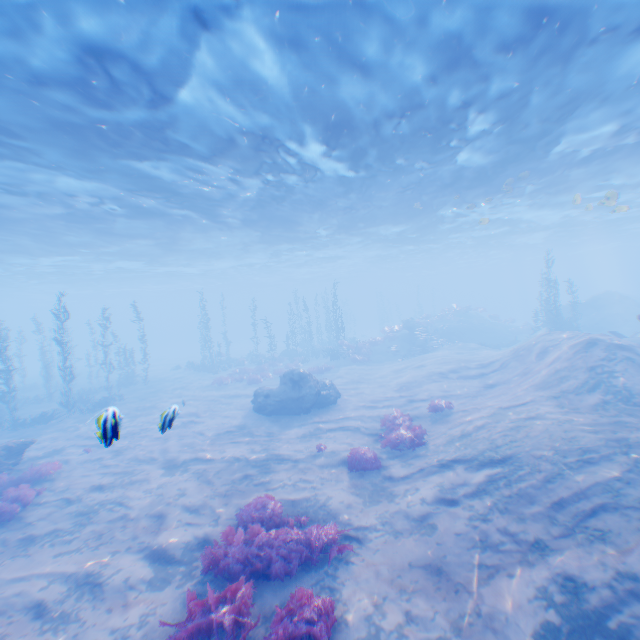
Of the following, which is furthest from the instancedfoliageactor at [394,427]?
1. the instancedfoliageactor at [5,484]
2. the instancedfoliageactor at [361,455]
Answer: the instancedfoliageactor at [5,484]

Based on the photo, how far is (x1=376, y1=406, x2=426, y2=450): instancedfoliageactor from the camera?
11.8m

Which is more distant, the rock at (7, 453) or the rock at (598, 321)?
the rock at (598, 321)

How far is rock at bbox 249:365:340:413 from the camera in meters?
17.4

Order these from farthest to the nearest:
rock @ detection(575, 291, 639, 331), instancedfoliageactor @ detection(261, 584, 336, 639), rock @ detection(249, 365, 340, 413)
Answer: rock @ detection(575, 291, 639, 331), rock @ detection(249, 365, 340, 413), instancedfoliageactor @ detection(261, 584, 336, 639)

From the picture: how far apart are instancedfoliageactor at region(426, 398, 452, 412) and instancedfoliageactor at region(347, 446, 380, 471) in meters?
4.1 m

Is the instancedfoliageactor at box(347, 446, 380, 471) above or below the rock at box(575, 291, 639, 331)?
below

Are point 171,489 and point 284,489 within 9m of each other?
yes
